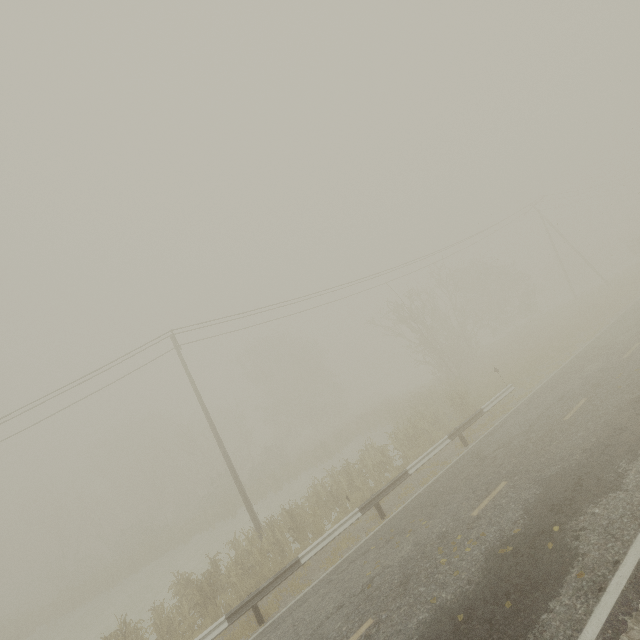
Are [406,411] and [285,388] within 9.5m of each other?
no
